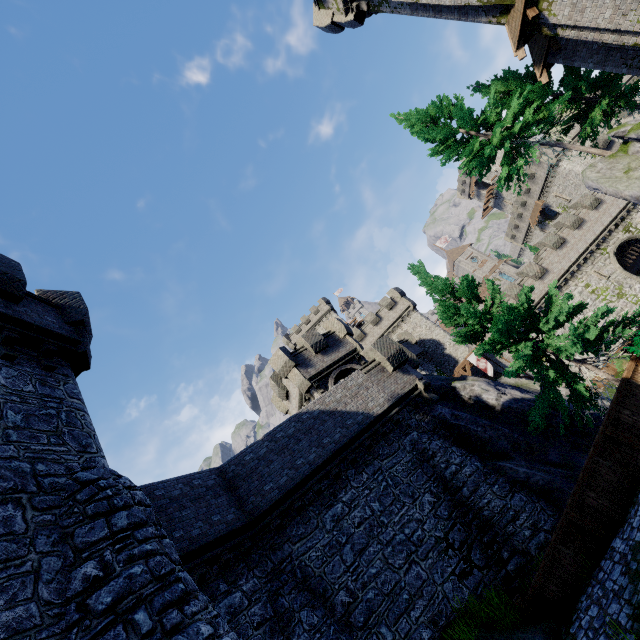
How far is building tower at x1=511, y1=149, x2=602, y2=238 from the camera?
45.8m

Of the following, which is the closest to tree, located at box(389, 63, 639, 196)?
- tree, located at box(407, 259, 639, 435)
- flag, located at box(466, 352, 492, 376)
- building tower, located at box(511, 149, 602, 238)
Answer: tree, located at box(407, 259, 639, 435)

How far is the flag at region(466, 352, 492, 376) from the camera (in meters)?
31.52

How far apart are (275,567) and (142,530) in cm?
680

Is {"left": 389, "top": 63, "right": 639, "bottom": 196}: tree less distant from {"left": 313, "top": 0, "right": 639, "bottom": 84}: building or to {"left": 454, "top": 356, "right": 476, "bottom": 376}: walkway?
{"left": 313, "top": 0, "right": 639, "bottom": 84}: building

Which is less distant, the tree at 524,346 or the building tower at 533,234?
the tree at 524,346

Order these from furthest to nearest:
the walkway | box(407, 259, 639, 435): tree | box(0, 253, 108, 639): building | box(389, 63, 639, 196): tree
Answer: the walkway → box(389, 63, 639, 196): tree → box(407, 259, 639, 435): tree → box(0, 253, 108, 639): building

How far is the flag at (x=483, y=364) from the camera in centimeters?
3152cm
